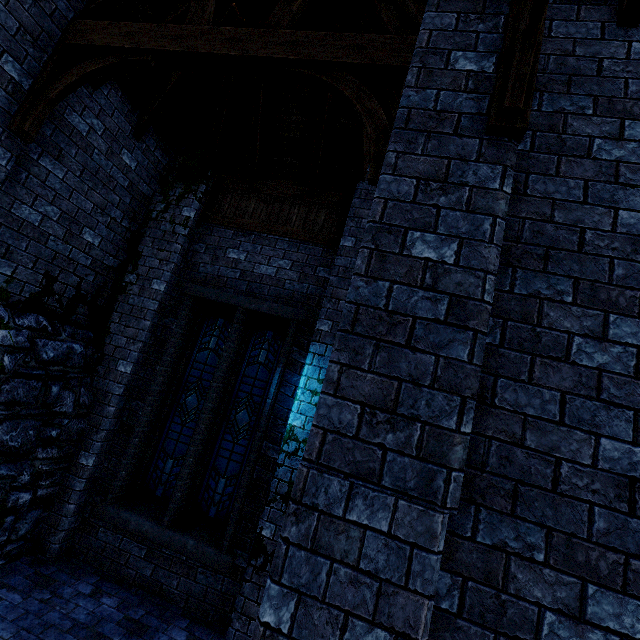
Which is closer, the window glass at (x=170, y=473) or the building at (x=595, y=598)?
the building at (x=595, y=598)

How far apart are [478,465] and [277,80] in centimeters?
667cm

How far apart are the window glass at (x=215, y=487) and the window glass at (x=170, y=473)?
0.2m

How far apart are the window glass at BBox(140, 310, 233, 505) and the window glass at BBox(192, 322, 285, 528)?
0.2 meters

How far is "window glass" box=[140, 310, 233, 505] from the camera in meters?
5.4 m

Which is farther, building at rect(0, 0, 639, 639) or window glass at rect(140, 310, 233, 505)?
window glass at rect(140, 310, 233, 505)

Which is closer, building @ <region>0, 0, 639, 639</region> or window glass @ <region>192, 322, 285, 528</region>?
building @ <region>0, 0, 639, 639</region>

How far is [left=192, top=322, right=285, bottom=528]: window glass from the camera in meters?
5.2
